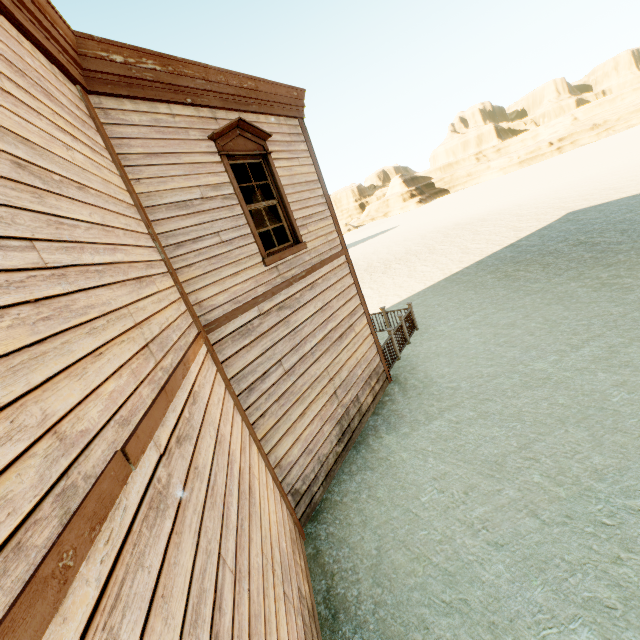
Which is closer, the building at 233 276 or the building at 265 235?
the building at 233 276

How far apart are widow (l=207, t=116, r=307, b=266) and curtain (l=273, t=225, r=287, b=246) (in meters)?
0.02

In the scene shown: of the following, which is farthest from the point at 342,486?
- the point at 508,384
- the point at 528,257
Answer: the point at 528,257

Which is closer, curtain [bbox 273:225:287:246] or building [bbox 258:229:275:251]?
curtain [bbox 273:225:287:246]

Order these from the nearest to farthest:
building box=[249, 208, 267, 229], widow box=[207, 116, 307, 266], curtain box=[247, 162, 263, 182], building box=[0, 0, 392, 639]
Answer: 1. building box=[0, 0, 392, 639]
2. widow box=[207, 116, 307, 266]
3. curtain box=[247, 162, 263, 182]
4. building box=[249, 208, 267, 229]

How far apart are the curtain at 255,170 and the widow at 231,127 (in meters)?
0.02

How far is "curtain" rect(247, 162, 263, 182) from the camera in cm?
580
